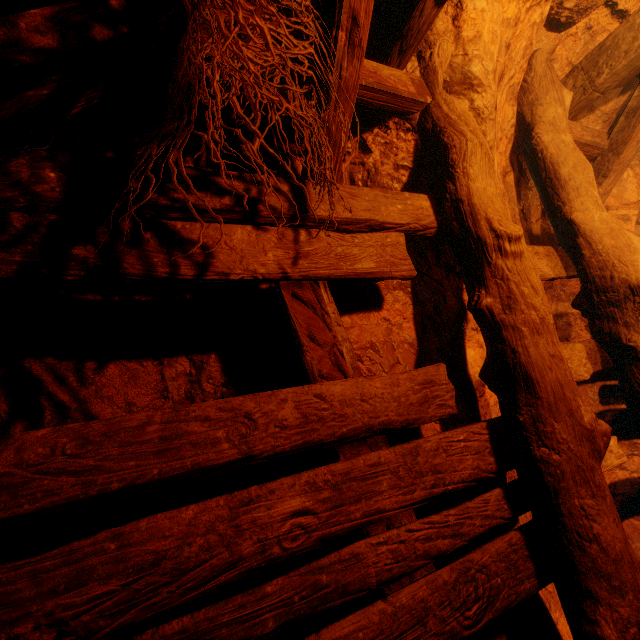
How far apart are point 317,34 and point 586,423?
1.9m
